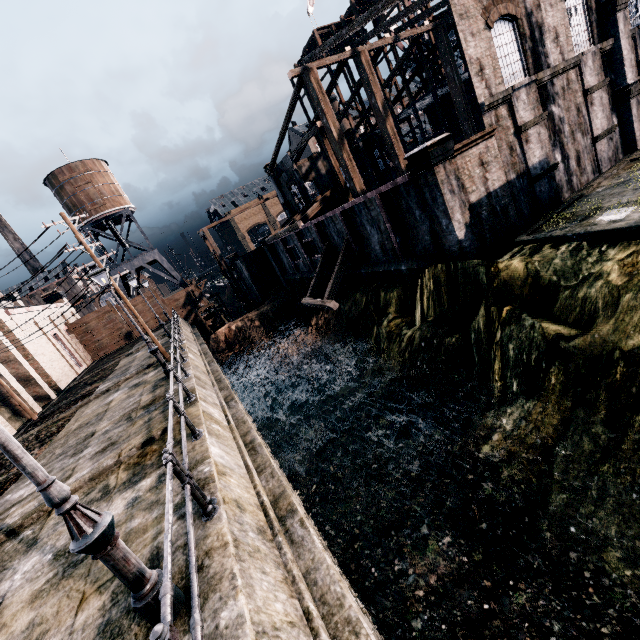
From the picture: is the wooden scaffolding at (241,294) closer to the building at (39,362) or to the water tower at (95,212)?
the water tower at (95,212)

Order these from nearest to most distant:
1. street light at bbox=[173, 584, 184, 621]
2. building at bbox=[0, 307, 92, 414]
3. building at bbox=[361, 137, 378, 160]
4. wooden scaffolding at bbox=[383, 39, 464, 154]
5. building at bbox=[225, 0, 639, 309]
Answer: street light at bbox=[173, 584, 184, 621]
building at bbox=[225, 0, 639, 309]
building at bbox=[0, 307, 92, 414]
wooden scaffolding at bbox=[383, 39, 464, 154]
building at bbox=[361, 137, 378, 160]

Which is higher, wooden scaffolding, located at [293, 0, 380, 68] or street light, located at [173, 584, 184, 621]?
wooden scaffolding, located at [293, 0, 380, 68]

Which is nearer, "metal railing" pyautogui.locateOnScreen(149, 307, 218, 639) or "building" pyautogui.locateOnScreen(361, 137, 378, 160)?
"metal railing" pyautogui.locateOnScreen(149, 307, 218, 639)

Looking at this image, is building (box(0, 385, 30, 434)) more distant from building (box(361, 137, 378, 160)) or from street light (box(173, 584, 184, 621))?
building (box(361, 137, 378, 160))

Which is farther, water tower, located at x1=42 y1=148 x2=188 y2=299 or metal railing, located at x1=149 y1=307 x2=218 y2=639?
water tower, located at x1=42 y1=148 x2=188 y2=299

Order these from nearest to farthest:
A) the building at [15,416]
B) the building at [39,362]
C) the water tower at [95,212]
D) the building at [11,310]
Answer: the building at [15,416] < the building at [39,362] < the building at [11,310] < the water tower at [95,212]

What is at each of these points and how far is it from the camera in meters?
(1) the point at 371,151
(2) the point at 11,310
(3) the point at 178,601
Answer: (1) building, 42.7
(2) building, 28.5
(3) street light, 4.1
